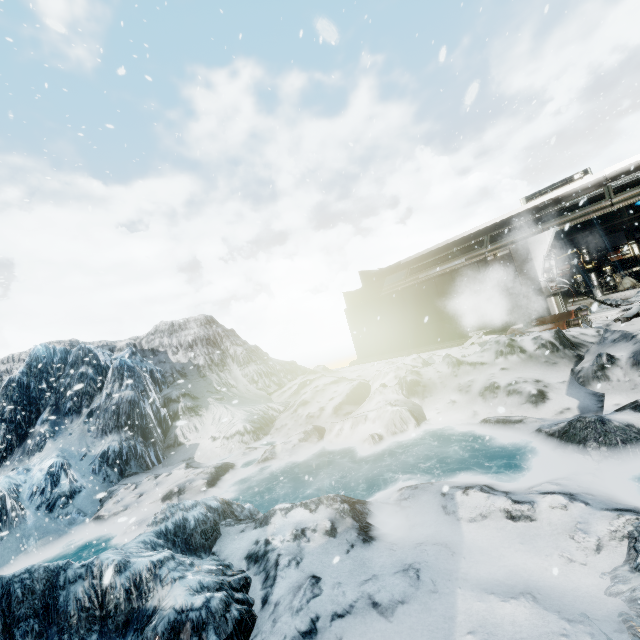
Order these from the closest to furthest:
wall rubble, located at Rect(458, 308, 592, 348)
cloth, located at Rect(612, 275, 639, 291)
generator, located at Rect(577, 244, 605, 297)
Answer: wall rubble, located at Rect(458, 308, 592, 348) < cloth, located at Rect(612, 275, 639, 291) < generator, located at Rect(577, 244, 605, 297)

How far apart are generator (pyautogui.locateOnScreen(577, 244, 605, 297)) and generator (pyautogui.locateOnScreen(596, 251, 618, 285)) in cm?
14

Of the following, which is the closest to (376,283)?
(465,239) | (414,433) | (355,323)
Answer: (355,323)

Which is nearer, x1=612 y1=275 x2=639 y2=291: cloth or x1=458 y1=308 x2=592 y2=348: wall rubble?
x1=458 y1=308 x2=592 y2=348: wall rubble

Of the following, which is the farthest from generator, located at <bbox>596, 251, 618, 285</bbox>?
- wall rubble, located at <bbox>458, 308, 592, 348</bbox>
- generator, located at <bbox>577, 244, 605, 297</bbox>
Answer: wall rubble, located at <bbox>458, 308, 592, 348</bbox>

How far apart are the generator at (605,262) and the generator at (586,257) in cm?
14

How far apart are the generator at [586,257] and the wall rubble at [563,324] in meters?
7.1
